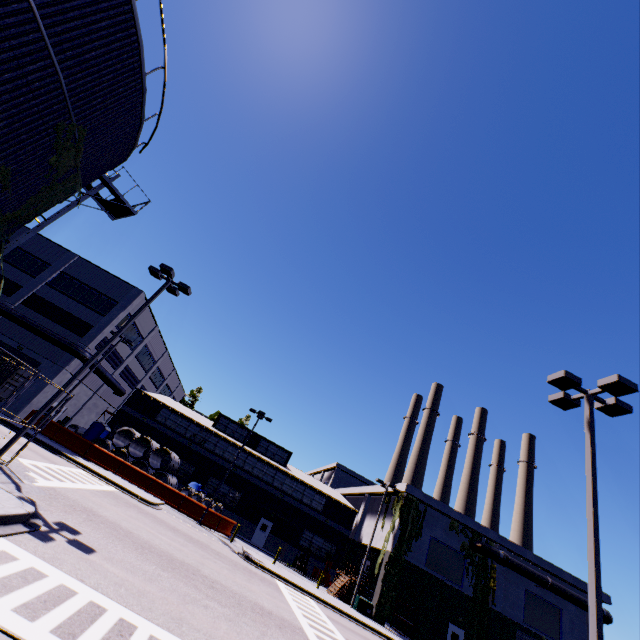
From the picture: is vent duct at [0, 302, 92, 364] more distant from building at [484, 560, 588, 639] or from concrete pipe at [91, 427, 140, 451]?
concrete pipe at [91, 427, 140, 451]

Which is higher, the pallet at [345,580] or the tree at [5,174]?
the tree at [5,174]

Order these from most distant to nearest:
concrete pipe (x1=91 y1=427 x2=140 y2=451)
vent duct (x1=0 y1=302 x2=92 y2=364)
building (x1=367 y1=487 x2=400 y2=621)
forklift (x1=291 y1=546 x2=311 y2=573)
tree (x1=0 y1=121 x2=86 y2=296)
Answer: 1. forklift (x1=291 y1=546 x2=311 y2=573)
2. concrete pipe (x1=91 y1=427 x2=140 y2=451)
3. vent duct (x1=0 y1=302 x2=92 y2=364)
4. building (x1=367 y1=487 x2=400 y2=621)
5. tree (x1=0 y1=121 x2=86 y2=296)

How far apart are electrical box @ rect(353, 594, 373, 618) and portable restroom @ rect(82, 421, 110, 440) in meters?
27.2

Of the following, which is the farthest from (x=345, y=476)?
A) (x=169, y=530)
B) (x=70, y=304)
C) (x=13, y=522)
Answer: (x=13, y=522)

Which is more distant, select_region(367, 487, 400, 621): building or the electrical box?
select_region(367, 487, 400, 621): building

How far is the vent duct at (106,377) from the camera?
31.6m

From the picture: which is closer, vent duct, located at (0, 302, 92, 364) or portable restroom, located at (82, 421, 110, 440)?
vent duct, located at (0, 302, 92, 364)
